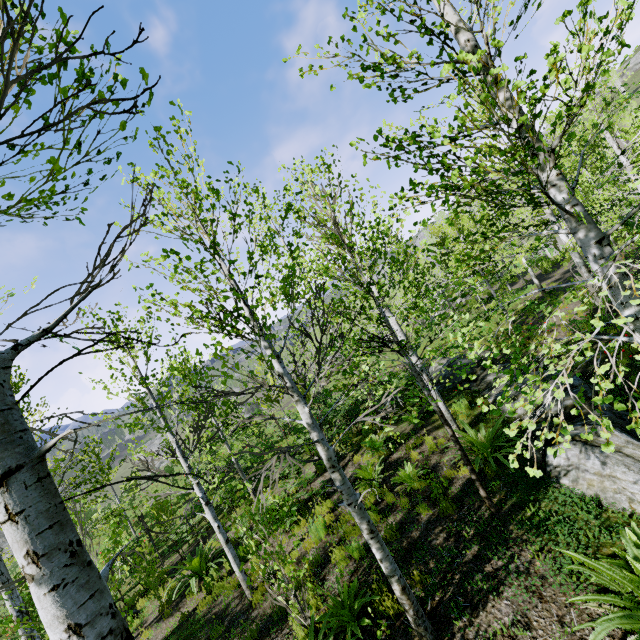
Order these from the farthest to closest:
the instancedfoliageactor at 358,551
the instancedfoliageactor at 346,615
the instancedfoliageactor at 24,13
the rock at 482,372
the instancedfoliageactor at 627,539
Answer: the rock at 482,372, the instancedfoliageactor at 358,551, the instancedfoliageactor at 346,615, the instancedfoliageactor at 627,539, the instancedfoliageactor at 24,13

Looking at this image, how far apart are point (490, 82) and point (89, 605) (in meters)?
4.27

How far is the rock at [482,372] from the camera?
10.1m

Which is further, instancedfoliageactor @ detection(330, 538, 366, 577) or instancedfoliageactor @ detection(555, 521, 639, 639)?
instancedfoliageactor @ detection(330, 538, 366, 577)

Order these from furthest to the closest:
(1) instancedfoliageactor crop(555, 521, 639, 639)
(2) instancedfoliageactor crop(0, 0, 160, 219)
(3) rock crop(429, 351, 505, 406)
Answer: (3) rock crop(429, 351, 505, 406)
(1) instancedfoliageactor crop(555, 521, 639, 639)
(2) instancedfoliageactor crop(0, 0, 160, 219)

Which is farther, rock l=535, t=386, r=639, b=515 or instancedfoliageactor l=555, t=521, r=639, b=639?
rock l=535, t=386, r=639, b=515
